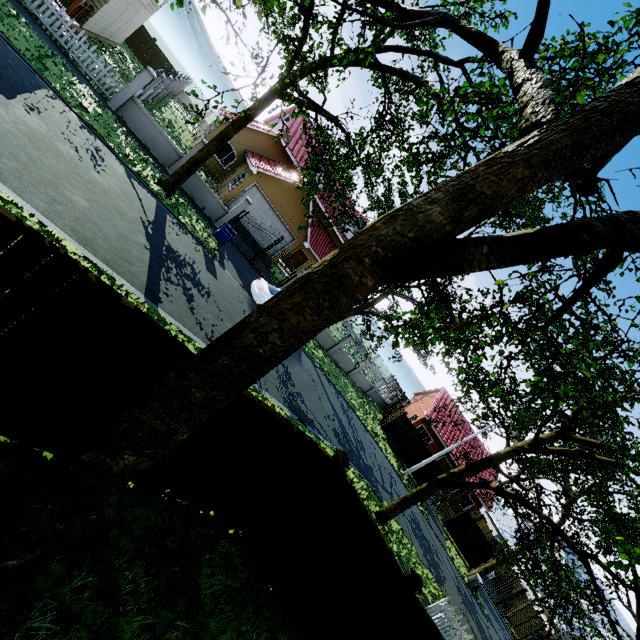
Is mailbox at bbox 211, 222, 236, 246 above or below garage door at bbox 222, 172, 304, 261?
below

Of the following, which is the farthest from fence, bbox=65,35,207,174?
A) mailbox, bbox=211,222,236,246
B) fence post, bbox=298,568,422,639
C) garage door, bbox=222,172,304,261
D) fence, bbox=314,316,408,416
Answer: fence, bbox=314,316,408,416

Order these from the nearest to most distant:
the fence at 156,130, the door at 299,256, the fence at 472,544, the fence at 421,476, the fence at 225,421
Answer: the fence at 225,421, the fence at 156,130, the fence at 472,544, the fence at 421,476, the door at 299,256

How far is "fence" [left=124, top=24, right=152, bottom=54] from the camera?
26.3m

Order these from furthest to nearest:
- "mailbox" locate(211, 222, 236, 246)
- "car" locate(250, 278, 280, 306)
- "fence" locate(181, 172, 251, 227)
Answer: "fence" locate(181, 172, 251, 227) < "car" locate(250, 278, 280, 306) < "mailbox" locate(211, 222, 236, 246)

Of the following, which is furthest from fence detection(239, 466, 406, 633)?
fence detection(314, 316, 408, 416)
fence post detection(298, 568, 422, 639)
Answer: fence detection(314, 316, 408, 416)

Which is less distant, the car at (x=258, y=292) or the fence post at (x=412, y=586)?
the fence post at (x=412, y=586)

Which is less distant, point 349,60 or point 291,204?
point 349,60
